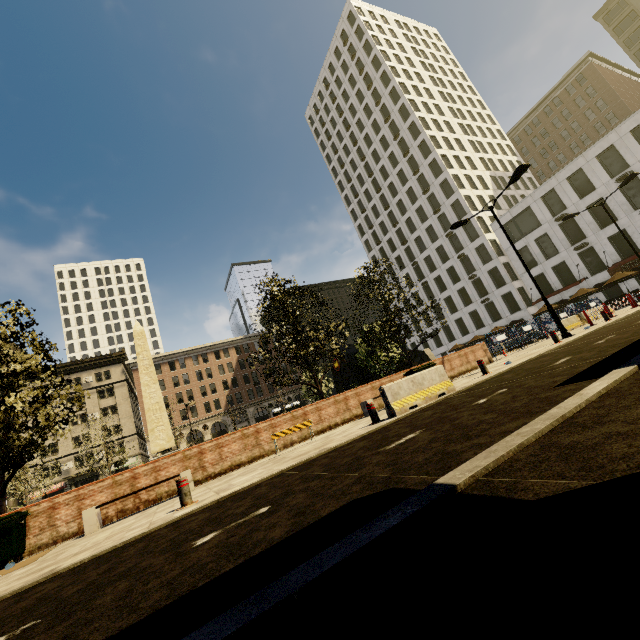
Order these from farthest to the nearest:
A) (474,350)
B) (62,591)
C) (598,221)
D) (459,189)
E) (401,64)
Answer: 1. (401,64)
2. (459,189)
3. (598,221)
4. (474,350)
5. (62,591)

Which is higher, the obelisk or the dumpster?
the obelisk

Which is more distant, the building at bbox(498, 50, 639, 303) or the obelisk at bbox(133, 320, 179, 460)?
the building at bbox(498, 50, 639, 303)

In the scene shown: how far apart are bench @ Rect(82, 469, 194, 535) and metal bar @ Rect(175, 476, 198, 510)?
3.1 meters

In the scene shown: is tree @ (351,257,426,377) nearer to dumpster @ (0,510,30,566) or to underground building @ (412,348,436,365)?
underground building @ (412,348,436,365)

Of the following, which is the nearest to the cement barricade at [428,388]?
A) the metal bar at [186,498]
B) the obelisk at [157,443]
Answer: the metal bar at [186,498]

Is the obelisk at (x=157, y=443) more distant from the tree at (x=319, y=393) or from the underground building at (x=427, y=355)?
the underground building at (x=427, y=355)

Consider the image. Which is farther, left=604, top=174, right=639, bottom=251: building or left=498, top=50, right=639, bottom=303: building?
left=498, top=50, right=639, bottom=303: building
